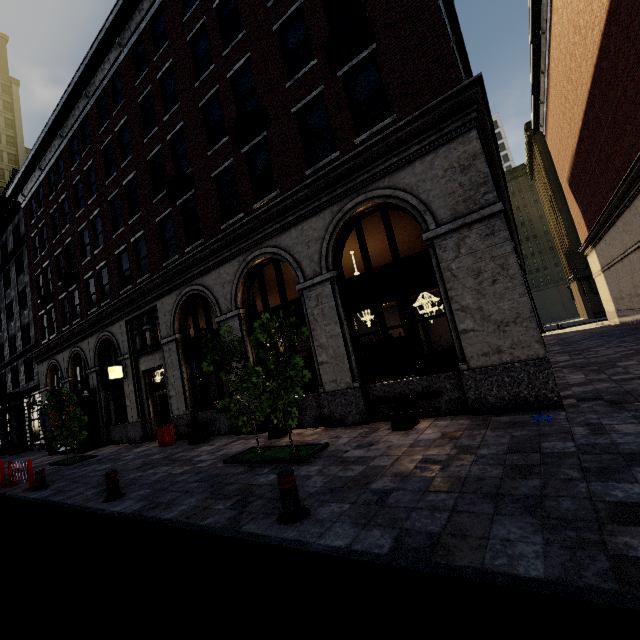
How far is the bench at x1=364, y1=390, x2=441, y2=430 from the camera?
7.16m

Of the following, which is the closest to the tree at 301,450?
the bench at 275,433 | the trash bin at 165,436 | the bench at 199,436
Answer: the bench at 275,433

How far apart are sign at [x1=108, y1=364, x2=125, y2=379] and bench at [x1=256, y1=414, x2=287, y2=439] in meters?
9.4 m

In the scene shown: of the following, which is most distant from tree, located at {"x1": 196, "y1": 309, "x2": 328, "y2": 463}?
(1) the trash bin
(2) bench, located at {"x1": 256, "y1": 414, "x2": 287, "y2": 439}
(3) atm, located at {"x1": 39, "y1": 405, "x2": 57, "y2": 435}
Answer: (3) atm, located at {"x1": 39, "y1": 405, "x2": 57, "y2": 435}

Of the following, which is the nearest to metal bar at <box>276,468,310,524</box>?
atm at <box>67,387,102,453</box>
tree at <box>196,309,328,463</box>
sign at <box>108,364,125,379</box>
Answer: tree at <box>196,309,328,463</box>

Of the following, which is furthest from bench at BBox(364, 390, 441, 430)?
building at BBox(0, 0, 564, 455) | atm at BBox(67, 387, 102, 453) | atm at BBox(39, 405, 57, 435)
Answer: atm at BBox(39, 405, 57, 435)

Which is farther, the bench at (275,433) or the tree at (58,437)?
the tree at (58,437)

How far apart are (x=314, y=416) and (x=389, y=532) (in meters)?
6.56
